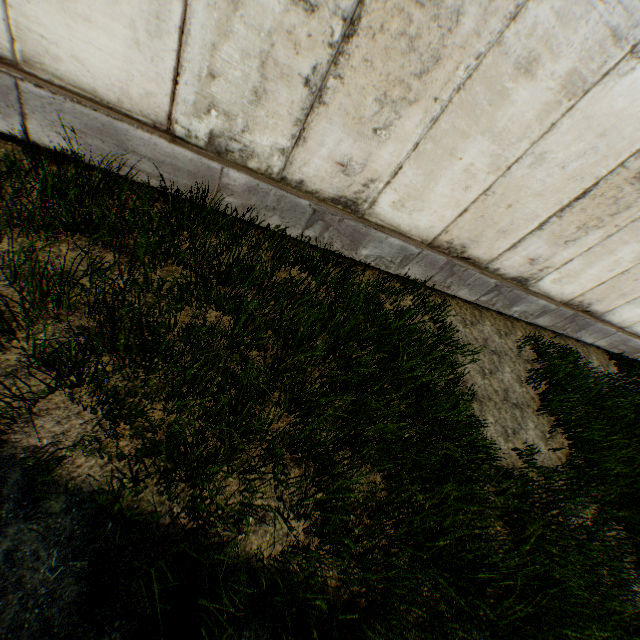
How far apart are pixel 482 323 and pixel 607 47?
4.2 meters
